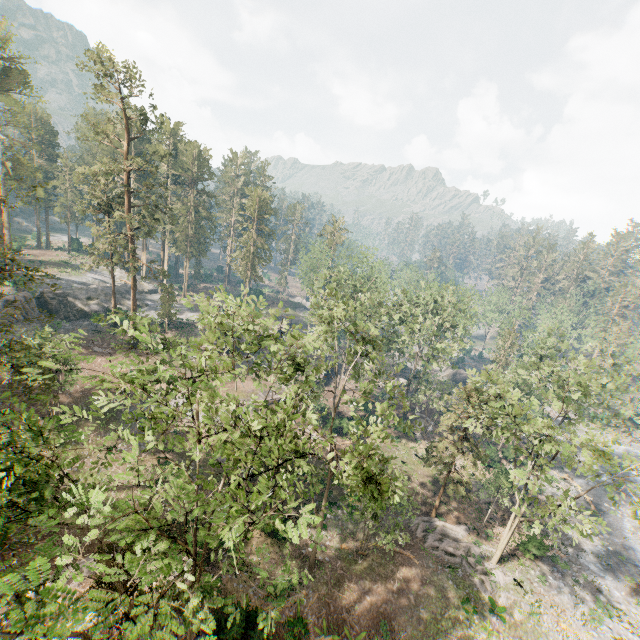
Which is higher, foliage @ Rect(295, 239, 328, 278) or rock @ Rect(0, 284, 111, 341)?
foliage @ Rect(295, 239, 328, 278)

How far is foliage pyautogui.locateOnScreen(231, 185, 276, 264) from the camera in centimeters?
5678cm

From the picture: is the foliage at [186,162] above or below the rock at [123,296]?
above

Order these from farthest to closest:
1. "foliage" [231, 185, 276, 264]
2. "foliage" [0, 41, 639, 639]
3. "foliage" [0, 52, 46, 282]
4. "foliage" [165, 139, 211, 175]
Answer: "foliage" [165, 139, 211, 175], "foliage" [231, 185, 276, 264], "foliage" [0, 52, 46, 282], "foliage" [0, 41, 639, 639]

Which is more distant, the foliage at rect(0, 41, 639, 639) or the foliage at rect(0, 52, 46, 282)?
the foliage at rect(0, 52, 46, 282)

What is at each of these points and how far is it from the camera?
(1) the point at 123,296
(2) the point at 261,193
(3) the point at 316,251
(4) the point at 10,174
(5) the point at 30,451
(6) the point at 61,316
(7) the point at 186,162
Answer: (1) rock, 56.0m
(2) foliage, 57.1m
(3) foliage, 59.2m
(4) foliage, 46.6m
(5) foliage, 12.8m
(6) rock, 44.9m
(7) foliage, 58.2m

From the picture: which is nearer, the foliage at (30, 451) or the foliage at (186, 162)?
the foliage at (30, 451)
